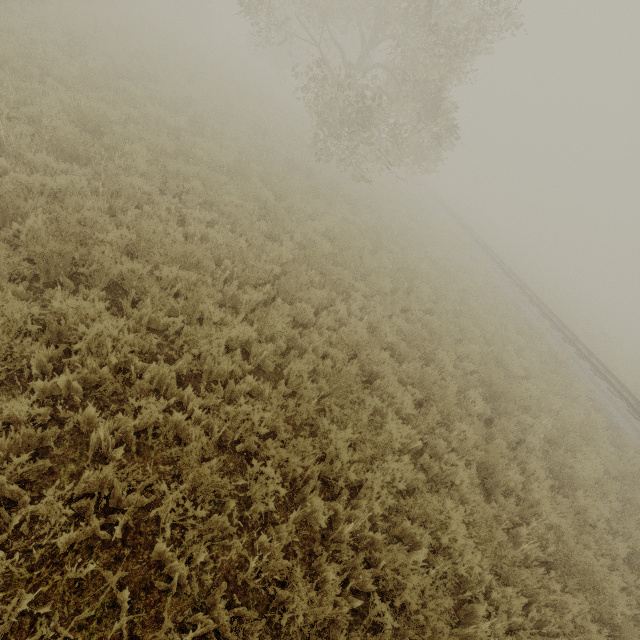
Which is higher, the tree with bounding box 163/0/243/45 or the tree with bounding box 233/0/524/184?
the tree with bounding box 233/0/524/184

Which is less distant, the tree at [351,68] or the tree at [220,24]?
the tree at [351,68]

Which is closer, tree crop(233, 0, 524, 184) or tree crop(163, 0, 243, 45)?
tree crop(233, 0, 524, 184)

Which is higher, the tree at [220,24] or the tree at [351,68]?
the tree at [351,68]

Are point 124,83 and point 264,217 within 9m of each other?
yes
